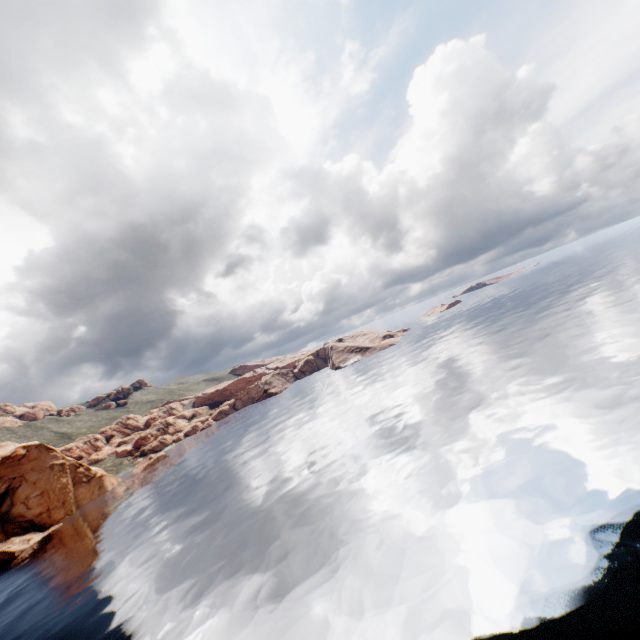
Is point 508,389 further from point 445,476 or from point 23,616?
point 23,616
